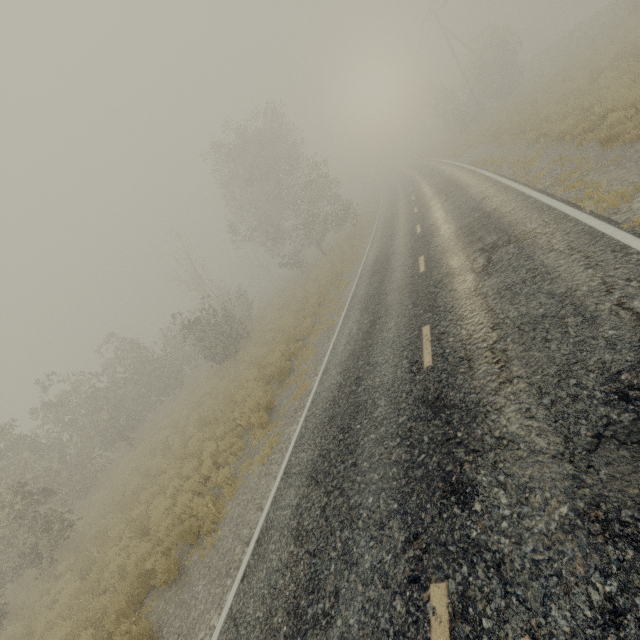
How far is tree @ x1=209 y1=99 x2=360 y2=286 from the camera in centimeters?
2617cm

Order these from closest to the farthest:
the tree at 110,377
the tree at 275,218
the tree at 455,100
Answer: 1. the tree at 110,377
2. the tree at 275,218
3. the tree at 455,100

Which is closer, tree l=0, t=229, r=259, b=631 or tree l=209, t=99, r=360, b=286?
tree l=0, t=229, r=259, b=631

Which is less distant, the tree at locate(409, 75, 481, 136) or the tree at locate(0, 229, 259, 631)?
the tree at locate(0, 229, 259, 631)

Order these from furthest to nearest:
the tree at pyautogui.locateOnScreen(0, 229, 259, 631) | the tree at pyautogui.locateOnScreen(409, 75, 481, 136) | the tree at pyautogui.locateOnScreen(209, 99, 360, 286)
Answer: the tree at pyautogui.locateOnScreen(409, 75, 481, 136)
the tree at pyautogui.locateOnScreen(209, 99, 360, 286)
the tree at pyautogui.locateOnScreen(0, 229, 259, 631)

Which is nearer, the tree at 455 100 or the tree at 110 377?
the tree at 110 377

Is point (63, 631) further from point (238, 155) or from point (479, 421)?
point (238, 155)

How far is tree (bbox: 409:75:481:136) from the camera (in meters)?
35.56
